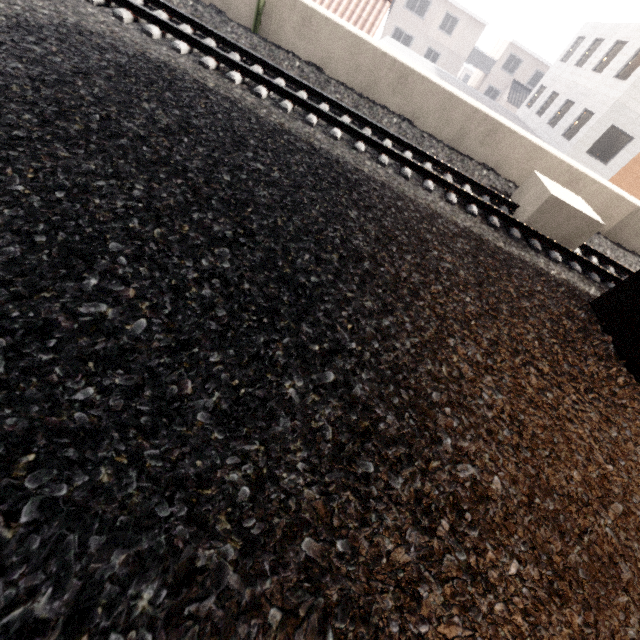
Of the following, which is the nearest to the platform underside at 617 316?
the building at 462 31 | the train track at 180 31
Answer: the train track at 180 31

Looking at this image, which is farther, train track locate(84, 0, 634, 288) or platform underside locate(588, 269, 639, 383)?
train track locate(84, 0, 634, 288)

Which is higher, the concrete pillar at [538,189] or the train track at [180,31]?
the concrete pillar at [538,189]

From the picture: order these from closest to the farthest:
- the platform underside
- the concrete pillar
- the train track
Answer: the platform underside
the train track
the concrete pillar

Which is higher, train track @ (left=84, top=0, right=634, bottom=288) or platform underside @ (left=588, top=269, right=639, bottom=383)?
platform underside @ (left=588, top=269, right=639, bottom=383)

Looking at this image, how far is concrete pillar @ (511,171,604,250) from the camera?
6.49m

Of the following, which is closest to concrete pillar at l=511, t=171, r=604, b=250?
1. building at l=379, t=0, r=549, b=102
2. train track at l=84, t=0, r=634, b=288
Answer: train track at l=84, t=0, r=634, b=288

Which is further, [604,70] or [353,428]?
[604,70]
